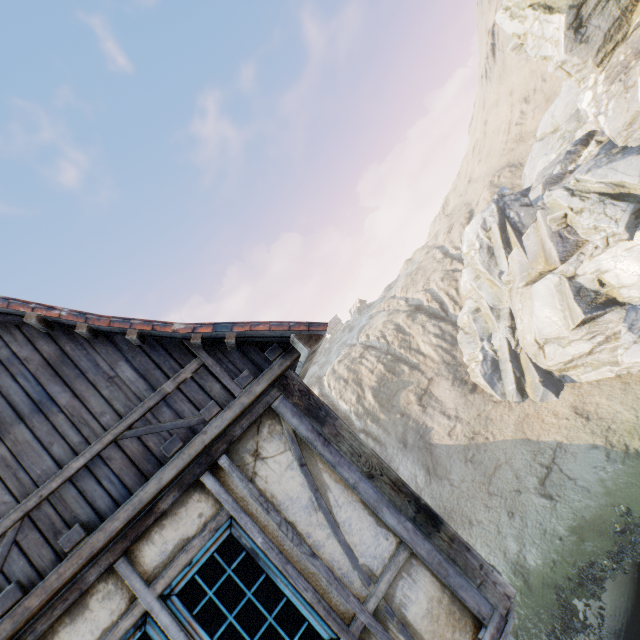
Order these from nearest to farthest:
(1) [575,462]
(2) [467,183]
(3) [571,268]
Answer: (1) [575,462] → (3) [571,268] → (2) [467,183]

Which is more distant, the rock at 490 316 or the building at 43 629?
the rock at 490 316

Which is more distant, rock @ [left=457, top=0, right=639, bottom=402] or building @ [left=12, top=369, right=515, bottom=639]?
rock @ [left=457, top=0, right=639, bottom=402]
